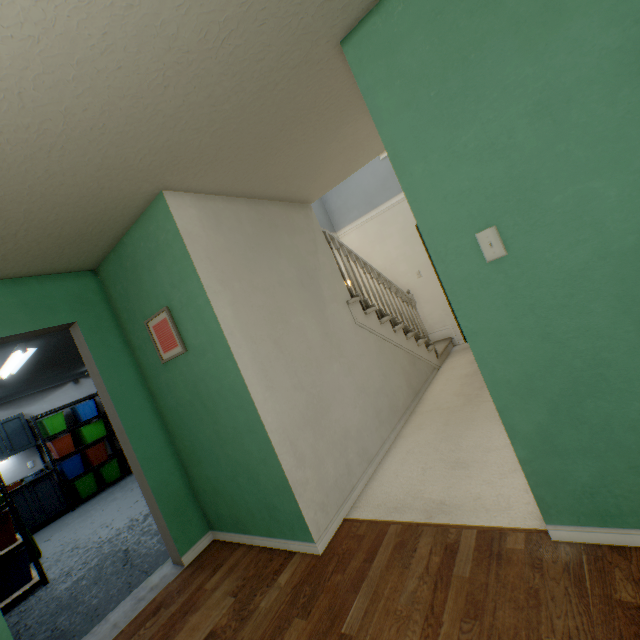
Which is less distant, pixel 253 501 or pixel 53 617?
pixel 253 501

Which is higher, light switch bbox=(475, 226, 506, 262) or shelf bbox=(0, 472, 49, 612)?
light switch bbox=(475, 226, 506, 262)

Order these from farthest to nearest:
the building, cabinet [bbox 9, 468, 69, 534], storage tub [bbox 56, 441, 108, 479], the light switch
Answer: storage tub [bbox 56, 441, 108, 479] < cabinet [bbox 9, 468, 69, 534] < the building < the light switch

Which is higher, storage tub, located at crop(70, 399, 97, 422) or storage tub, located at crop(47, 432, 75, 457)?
storage tub, located at crop(70, 399, 97, 422)

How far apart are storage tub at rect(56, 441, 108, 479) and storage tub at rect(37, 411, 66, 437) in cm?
60

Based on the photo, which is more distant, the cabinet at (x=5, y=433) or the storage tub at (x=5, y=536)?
the cabinet at (x=5, y=433)

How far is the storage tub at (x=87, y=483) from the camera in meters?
6.4 m

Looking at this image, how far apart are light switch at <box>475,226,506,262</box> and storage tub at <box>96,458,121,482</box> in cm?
823
